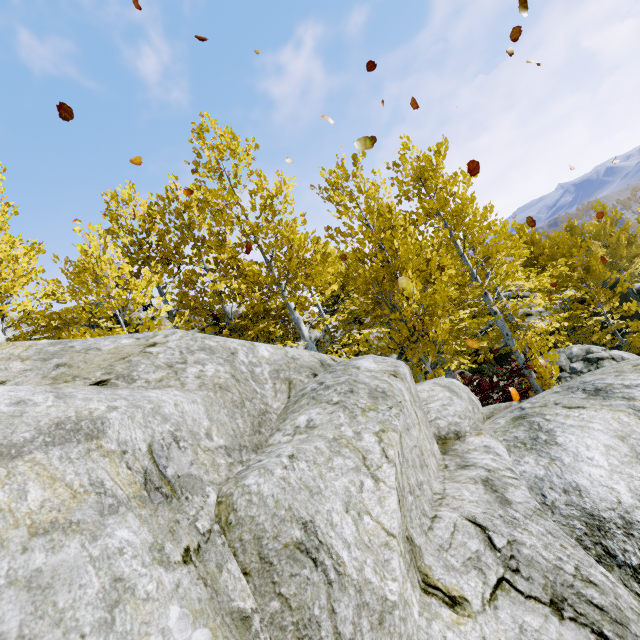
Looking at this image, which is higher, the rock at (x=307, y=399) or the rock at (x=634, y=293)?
the rock at (x=307, y=399)

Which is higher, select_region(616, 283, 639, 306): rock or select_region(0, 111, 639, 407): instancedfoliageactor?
select_region(0, 111, 639, 407): instancedfoliageactor

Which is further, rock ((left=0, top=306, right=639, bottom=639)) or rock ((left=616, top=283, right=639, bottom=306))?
rock ((left=616, top=283, right=639, bottom=306))

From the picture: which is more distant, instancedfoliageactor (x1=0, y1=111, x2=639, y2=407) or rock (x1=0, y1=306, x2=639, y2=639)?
instancedfoliageactor (x1=0, y1=111, x2=639, y2=407)

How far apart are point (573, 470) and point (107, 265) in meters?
7.8 m

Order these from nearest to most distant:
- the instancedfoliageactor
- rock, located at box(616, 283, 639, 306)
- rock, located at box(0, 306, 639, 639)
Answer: rock, located at box(0, 306, 639, 639) < the instancedfoliageactor < rock, located at box(616, 283, 639, 306)

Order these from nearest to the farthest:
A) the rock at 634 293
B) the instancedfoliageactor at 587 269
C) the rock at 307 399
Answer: the rock at 307 399 → the instancedfoliageactor at 587 269 → the rock at 634 293
